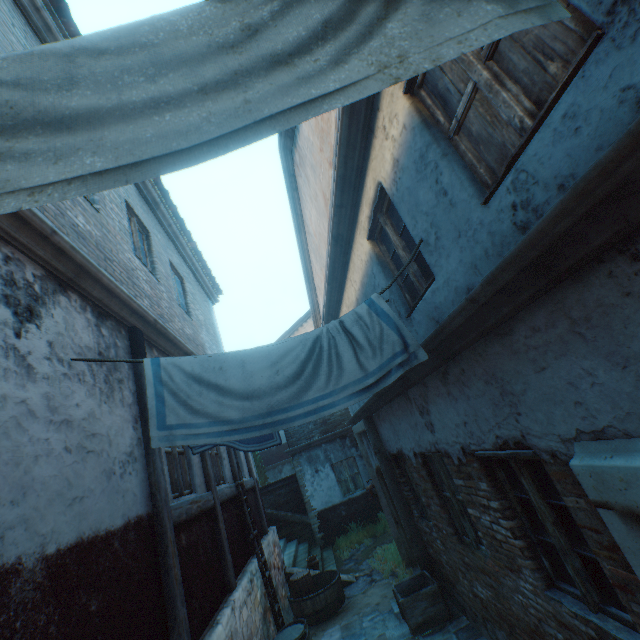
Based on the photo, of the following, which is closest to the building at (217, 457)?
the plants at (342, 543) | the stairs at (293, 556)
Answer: the stairs at (293, 556)

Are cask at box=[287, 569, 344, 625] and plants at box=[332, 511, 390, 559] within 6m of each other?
yes

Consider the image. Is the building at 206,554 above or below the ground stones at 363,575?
above

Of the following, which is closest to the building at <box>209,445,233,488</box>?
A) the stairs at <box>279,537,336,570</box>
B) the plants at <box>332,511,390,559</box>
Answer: the stairs at <box>279,537,336,570</box>

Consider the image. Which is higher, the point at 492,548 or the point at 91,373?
the point at 91,373

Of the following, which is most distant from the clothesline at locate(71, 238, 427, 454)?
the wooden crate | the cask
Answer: the cask

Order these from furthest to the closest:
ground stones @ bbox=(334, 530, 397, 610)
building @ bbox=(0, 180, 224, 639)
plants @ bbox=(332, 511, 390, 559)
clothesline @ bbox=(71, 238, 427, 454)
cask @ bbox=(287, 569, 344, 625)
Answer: plants @ bbox=(332, 511, 390, 559) → ground stones @ bbox=(334, 530, 397, 610) → cask @ bbox=(287, 569, 344, 625) → clothesline @ bbox=(71, 238, 427, 454) → building @ bbox=(0, 180, 224, 639)
